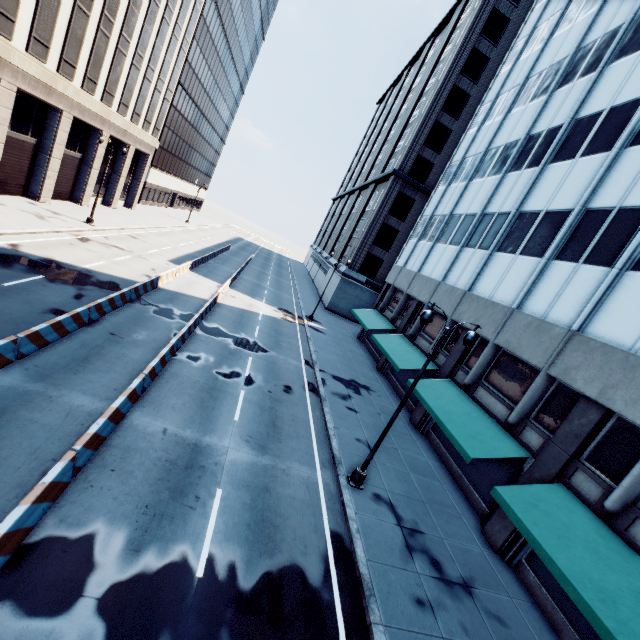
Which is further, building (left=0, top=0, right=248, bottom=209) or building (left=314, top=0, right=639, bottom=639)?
building (left=0, top=0, right=248, bottom=209)

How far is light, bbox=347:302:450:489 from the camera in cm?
1075

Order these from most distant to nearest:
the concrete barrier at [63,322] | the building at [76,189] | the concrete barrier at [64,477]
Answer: the building at [76,189], the concrete barrier at [63,322], the concrete barrier at [64,477]

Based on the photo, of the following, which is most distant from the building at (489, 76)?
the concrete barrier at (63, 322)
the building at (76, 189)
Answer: the building at (76, 189)

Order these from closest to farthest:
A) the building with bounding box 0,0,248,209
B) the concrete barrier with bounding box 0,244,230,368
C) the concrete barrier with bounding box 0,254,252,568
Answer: the concrete barrier with bounding box 0,254,252,568, the concrete barrier with bounding box 0,244,230,368, the building with bounding box 0,0,248,209

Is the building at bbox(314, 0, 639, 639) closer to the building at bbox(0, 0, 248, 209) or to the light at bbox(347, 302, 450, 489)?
the light at bbox(347, 302, 450, 489)

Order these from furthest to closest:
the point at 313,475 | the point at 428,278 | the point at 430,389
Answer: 1. the point at 428,278
2. the point at 430,389
3. the point at 313,475

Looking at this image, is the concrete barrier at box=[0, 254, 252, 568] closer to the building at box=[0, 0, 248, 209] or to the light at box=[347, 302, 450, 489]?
the light at box=[347, 302, 450, 489]
